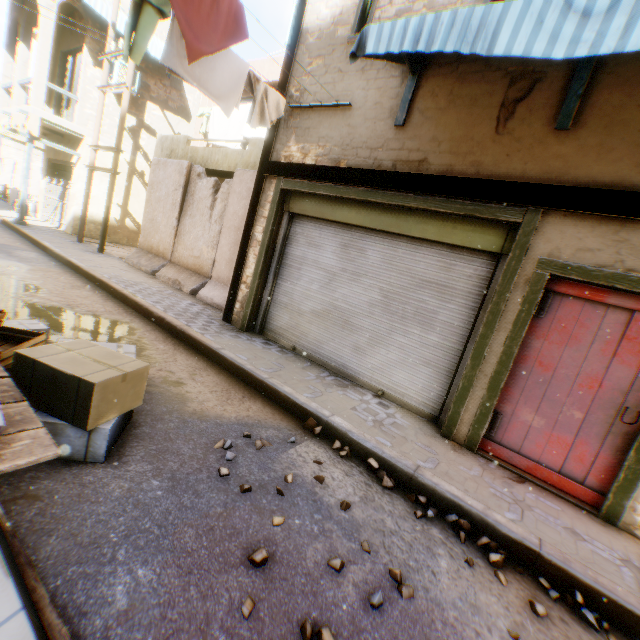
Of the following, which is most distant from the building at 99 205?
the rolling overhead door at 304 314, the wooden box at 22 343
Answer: the wooden box at 22 343

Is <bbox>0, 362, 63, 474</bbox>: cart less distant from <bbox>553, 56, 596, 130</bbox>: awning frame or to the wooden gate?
<bbox>553, 56, 596, 130</bbox>: awning frame

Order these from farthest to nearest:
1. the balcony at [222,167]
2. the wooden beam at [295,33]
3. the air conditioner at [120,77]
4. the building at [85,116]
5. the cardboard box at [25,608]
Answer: the air conditioner at [120,77]
the building at [85,116]
the balcony at [222,167]
the wooden beam at [295,33]
the cardboard box at [25,608]

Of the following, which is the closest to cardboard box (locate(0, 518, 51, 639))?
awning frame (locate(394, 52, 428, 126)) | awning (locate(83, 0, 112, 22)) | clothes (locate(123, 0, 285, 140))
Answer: clothes (locate(123, 0, 285, 140))

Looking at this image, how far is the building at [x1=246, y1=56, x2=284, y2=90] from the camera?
9.8m

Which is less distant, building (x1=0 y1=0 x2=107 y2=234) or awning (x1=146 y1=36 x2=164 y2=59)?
building (x1=0 y1=0 x2=107 y2=234)

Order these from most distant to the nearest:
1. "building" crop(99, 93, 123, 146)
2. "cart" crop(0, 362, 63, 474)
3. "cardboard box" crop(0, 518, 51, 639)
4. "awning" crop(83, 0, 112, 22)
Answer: "building" crop(99, 93, 123, 146)
"awning" crop(83, 0, 112, 22)
"cart" crop(0, 362, 63, 474)
"cardboard box" crop(0, 518, 51, 639)

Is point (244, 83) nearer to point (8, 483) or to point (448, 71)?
point (448, 71)
